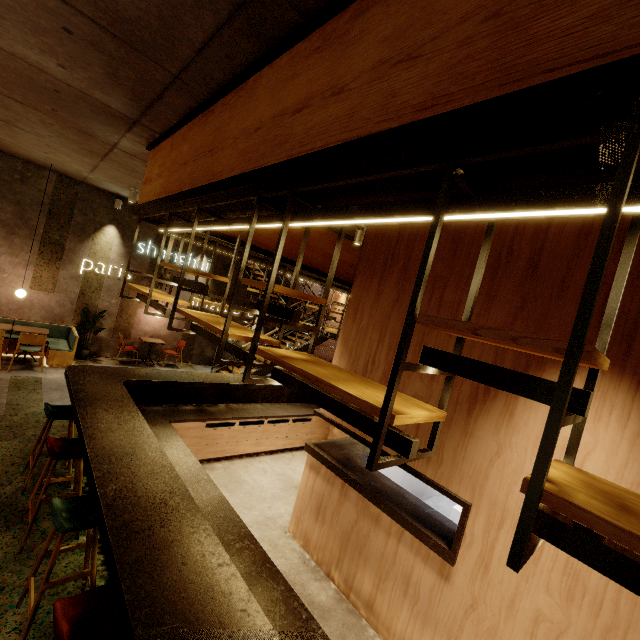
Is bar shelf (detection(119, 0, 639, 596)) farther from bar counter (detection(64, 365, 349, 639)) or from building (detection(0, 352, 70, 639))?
bar counter (detection(64, 365, 349, 639))

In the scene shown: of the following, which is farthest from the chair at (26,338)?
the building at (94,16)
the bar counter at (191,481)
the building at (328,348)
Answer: the building at (328,348)

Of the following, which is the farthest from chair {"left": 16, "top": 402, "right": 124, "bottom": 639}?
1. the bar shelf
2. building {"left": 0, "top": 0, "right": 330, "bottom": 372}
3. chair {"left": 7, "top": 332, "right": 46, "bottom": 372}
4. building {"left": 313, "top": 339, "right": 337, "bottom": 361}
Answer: building {"left": 313, "top": 339, "right": 337, "bottom": 361}

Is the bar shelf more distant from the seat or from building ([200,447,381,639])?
the seat

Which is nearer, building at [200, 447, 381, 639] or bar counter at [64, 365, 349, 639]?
bar counter at [64, 365, 349, 639]

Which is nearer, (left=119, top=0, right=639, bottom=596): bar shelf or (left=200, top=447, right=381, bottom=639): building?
(left=119, top=0, right=639, bottom=596): bar shelf

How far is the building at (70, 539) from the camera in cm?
323

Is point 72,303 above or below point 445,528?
above
